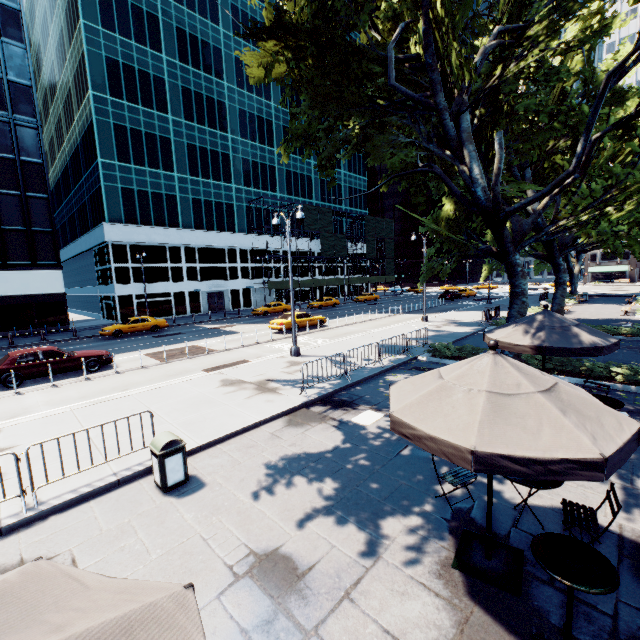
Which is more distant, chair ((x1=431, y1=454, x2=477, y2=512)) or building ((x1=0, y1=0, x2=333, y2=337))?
building ((x1=0, y1=0, x2=333, y2=337))

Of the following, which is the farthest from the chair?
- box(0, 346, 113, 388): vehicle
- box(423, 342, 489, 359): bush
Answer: box(0, 346, 113, 388): vehicle

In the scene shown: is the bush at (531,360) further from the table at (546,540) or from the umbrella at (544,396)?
the table at (546,540)

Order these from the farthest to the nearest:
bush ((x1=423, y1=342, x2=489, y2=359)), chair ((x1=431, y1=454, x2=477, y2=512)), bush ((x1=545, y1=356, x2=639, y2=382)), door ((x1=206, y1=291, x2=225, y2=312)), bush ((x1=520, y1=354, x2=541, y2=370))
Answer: door ((x1=206, y1=291, x2=225, y2=312)), bush ((x1=423, y1=342, x2=489, y2=359)), bush ((x1=520, y1=354, x2=541, y2=370)), bush ((x1=545, y1=356, x2=639, y2=382)), chair ((x1=431, y1=454, x2=477, y2=512))

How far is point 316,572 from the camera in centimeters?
449cm

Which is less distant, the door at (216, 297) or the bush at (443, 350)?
the bush at (443, 350)

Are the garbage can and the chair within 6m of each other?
yes

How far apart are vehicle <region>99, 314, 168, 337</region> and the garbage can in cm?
2436
